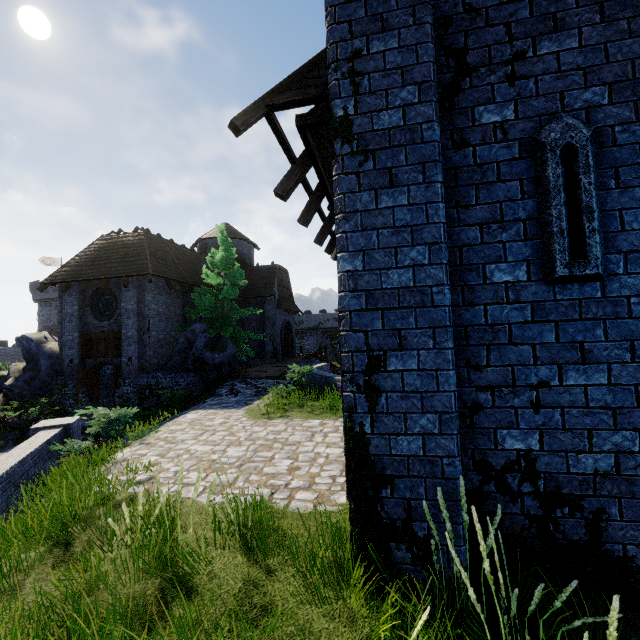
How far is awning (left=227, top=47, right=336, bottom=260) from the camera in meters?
3.4

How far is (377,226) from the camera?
3.0 meters

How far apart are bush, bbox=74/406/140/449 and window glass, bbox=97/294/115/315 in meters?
11.1 m

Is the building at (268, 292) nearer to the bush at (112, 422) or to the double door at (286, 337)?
the double door at (286, 337)

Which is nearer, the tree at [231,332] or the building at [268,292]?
the tree at [231,332]

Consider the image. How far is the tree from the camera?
18.4m

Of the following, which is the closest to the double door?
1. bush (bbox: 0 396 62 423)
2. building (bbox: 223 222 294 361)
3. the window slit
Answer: building (bbox: 223 222 294 361)

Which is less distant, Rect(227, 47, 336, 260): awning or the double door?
Rect(227, 47, 336, 260): awning
